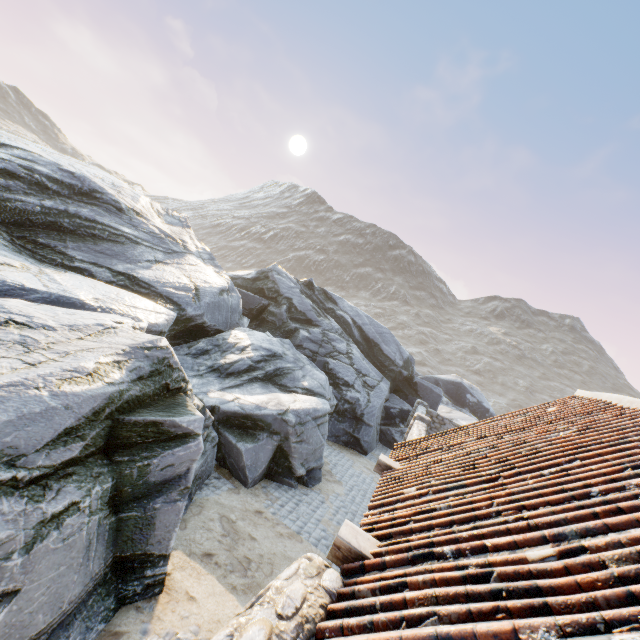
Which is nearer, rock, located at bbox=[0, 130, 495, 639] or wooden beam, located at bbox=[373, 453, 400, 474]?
rock, located at bbox=[0, 130, 495, 639]

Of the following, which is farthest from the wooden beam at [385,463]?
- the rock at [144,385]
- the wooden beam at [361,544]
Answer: the rock at [144,385]

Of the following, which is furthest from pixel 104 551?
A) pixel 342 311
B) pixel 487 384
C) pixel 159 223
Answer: pixel 487 384

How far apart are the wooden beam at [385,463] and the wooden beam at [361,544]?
2.6 meters

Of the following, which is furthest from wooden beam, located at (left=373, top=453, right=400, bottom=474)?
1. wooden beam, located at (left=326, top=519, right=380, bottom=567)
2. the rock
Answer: the rock

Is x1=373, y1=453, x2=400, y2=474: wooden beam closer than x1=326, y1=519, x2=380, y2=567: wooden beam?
No

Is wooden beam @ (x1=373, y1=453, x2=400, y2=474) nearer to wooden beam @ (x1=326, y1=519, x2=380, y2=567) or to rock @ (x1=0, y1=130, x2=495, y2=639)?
wooden beam @ (x1=326, y1=519, x2=380, y2=567)

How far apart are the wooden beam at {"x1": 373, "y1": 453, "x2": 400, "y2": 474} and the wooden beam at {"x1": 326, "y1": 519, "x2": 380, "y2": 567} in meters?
2.6 m
